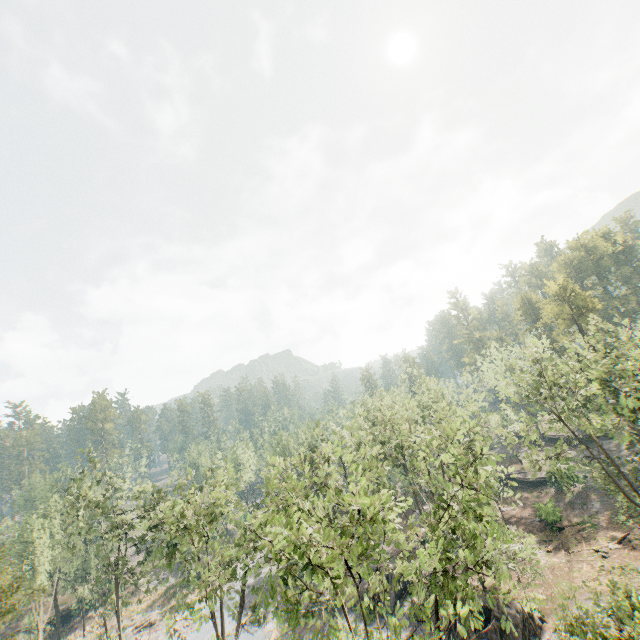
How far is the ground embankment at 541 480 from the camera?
45.1 meters

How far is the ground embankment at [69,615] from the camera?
48.57m

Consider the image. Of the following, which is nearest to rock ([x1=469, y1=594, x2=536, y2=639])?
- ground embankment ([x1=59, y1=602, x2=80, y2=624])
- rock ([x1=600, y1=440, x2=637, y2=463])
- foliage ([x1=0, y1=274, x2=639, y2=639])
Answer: foliage ([x1=0, y1=274, x2=639, y2=639])

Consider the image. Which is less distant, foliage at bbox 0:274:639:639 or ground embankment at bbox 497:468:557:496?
foliage at bbox 0:274:639:639

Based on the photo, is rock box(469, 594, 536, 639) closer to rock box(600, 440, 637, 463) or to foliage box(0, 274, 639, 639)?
foliage box(0, 274, 639, 639)

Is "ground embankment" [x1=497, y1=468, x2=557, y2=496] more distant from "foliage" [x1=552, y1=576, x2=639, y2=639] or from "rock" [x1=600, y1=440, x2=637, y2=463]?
"rock" [x1=600, y1=440, x2=637, y2=463]

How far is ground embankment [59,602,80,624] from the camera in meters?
48.6

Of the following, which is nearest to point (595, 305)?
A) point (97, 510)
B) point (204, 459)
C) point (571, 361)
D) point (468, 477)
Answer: point (571, 361)
